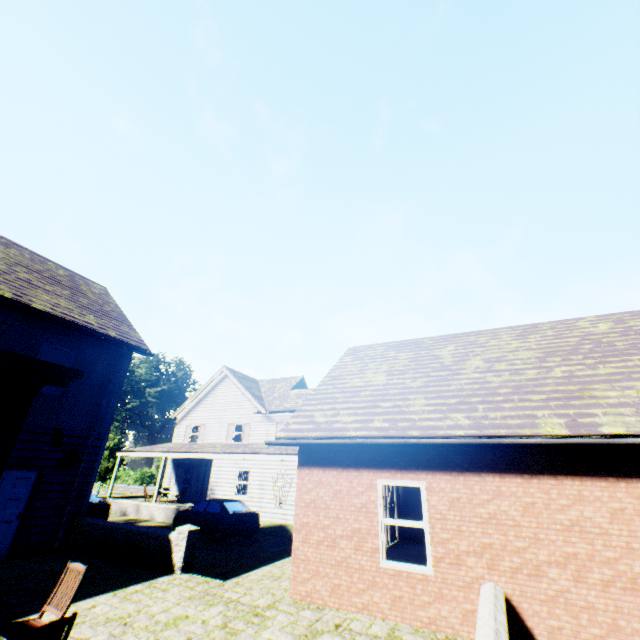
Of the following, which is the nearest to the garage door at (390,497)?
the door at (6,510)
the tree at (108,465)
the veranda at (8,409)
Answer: the door at (6,510)

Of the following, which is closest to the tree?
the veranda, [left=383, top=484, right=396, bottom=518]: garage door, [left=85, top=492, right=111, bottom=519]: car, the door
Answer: [left=85, top=492, right=111, bottom=519]: car

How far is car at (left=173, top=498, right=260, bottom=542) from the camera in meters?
14.3 m

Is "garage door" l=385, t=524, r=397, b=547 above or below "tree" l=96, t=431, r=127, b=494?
below

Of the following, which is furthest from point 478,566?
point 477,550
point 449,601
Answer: point 449,601

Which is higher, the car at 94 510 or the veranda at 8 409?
the veranda at 8 409

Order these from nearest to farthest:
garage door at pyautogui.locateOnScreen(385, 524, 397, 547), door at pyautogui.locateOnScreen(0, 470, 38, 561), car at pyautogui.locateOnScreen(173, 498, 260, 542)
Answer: door at pyautogui.locateOnScreen(0, 470, 38, 561) < garage door at pyautogui.locateOnScreen(385, 524, 397, 547) < car at pyautogui.locateOnScreen(173, 498, 260, 542)
